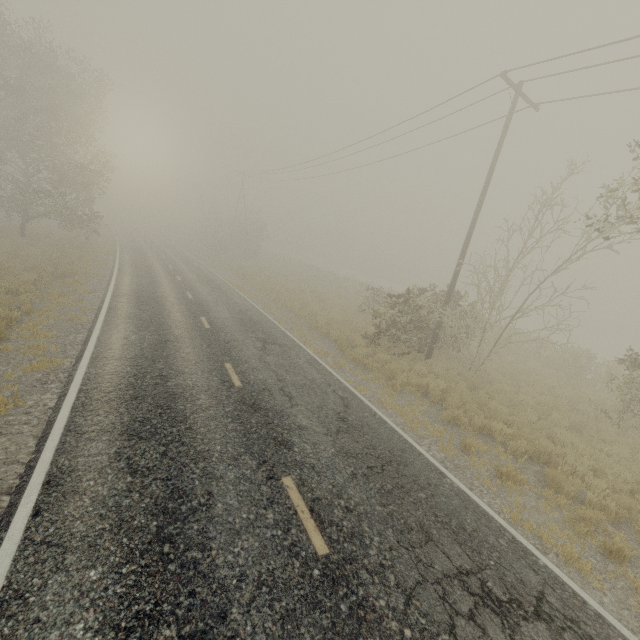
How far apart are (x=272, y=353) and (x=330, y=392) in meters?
3.1 m
